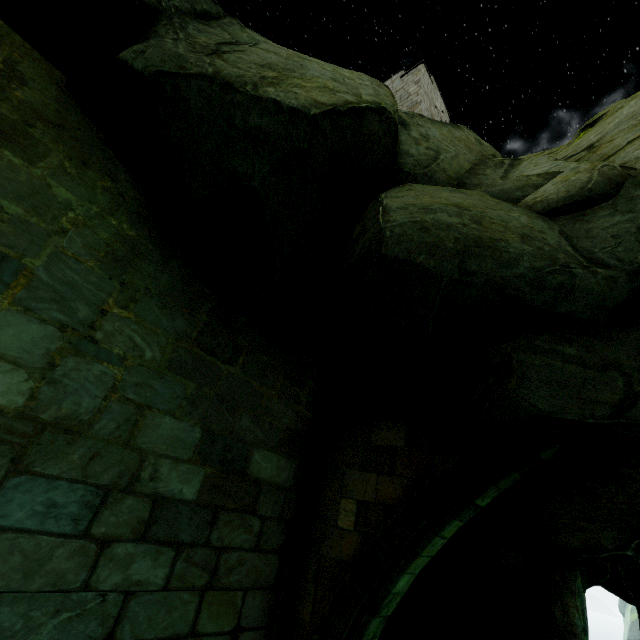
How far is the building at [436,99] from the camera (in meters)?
13.06

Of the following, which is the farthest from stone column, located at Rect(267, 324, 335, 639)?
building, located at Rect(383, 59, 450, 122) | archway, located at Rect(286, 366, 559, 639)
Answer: building, located at Rect(383, 59, 450, 122)

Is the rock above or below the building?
below

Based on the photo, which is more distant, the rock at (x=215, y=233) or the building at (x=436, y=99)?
the building at (x=436, y=99)

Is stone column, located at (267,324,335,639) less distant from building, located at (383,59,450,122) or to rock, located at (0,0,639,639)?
rock, located at (0,0,639,639)

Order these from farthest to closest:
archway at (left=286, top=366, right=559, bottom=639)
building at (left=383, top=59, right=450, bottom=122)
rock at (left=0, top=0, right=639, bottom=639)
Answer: building at (left=383, top=59, right=450, bottom=122) → archway at (left=286, top=366, right=559, bottom=639) → rock at (left=0, top=0, right=639, bottom=639)

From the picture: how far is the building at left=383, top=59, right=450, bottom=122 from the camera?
13.1 meters

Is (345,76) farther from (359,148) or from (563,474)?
(563,474)
